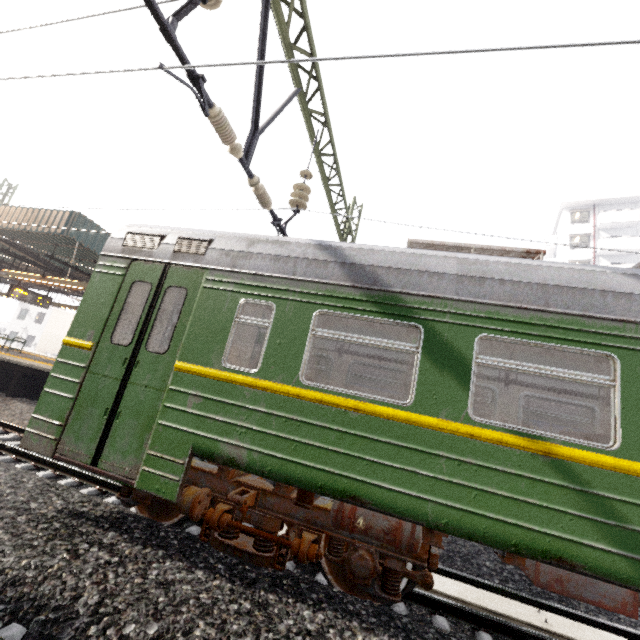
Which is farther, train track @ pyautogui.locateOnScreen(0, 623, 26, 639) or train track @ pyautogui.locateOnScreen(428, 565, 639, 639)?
train track @ pyautogui.locateOnScreen(428, 565, 639, 639)

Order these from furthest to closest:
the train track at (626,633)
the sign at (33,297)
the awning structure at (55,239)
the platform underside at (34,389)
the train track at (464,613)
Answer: the sign at (33,297), the platform underside at (34,389), the awning structure at (55,239), the train track at (626,633), the train track at (464,613)

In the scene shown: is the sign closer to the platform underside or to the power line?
the platform underside

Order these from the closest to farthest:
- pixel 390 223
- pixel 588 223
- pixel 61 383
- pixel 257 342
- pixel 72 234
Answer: pixel 61 383, pixel 390 223, pixel 257 342, pixel 72 234, pixel 588 223

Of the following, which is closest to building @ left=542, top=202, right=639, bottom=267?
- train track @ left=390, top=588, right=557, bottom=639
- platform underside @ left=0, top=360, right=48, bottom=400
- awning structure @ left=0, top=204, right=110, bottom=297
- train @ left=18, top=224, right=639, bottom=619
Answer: train @ left=18, top=224, right=639, bottom=619

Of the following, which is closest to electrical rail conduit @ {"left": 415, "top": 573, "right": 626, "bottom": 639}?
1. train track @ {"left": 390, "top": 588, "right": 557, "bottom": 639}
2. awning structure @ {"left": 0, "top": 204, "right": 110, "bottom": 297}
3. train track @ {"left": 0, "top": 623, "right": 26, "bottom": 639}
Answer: train track @ {"left": 390, "top": 588, "right": 557, "bottom": 639}

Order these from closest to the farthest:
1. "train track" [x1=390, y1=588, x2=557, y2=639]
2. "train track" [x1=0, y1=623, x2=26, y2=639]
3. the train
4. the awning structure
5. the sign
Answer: "train track" [x1=0, y1=623, x2=26, y2=639], the train, "train track" [x1=390, y1=588, x2=557, y2=639], the awning structure, the sign

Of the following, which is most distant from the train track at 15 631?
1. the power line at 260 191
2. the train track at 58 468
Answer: the power line at 260 191
